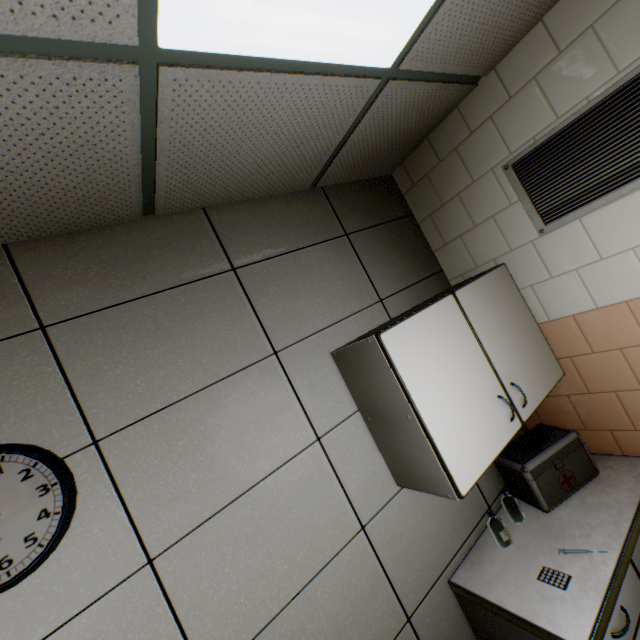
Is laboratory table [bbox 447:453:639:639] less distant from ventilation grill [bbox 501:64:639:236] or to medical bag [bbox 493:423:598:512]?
medical bag [bbox 493:423:598:512]

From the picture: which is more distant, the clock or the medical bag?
the medical bag

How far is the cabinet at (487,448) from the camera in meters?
1.4

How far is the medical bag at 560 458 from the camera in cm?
180

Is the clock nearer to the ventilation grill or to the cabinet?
the cabinet

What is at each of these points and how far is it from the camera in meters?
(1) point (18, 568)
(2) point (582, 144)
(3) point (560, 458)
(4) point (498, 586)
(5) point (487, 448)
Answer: (1) clock, 1.0 m
(2) ventilation grill, 1.6 m
(3) medical bag, 1.8 m
(4) laboratory table, 1.5 m
(5) cabinet, 1.5 m

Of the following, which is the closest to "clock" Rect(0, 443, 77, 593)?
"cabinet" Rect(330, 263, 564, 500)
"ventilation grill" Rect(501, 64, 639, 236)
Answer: → "cabinet" Rect(330, 263, 564, 500)

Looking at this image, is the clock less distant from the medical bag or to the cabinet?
the cabinet
